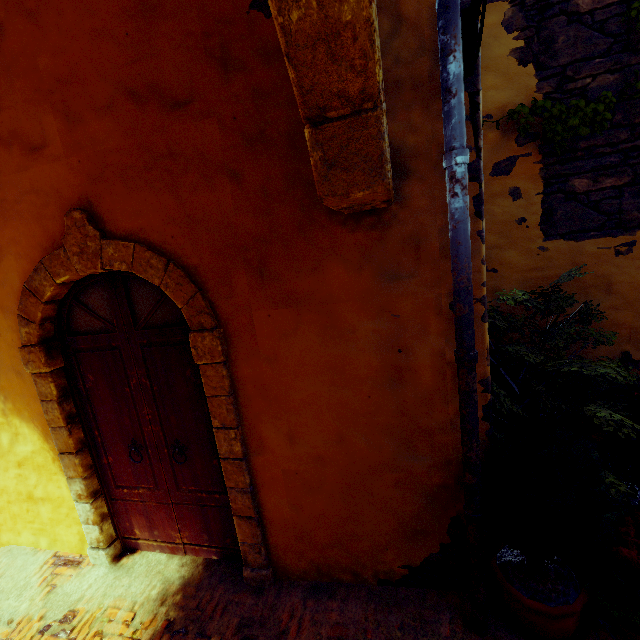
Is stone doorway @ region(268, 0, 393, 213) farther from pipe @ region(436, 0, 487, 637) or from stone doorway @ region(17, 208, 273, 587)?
stone doorway @ region(17, 208, 273, 587)

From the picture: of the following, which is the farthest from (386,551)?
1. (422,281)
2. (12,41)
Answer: (12,41)

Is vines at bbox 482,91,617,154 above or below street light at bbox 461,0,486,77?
below

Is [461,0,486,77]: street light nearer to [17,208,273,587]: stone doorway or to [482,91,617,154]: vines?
[482,91,617,154]: vines

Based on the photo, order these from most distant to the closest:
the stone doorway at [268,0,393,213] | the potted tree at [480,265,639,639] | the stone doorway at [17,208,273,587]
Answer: the stone doorway at [17,208,273,587]
the potted tree at [480,265,639,639]
the stone doorway at [268,0,393,213]

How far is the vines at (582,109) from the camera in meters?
2.4

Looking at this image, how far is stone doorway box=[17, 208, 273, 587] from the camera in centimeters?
231cm

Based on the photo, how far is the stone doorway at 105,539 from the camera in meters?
2.3
